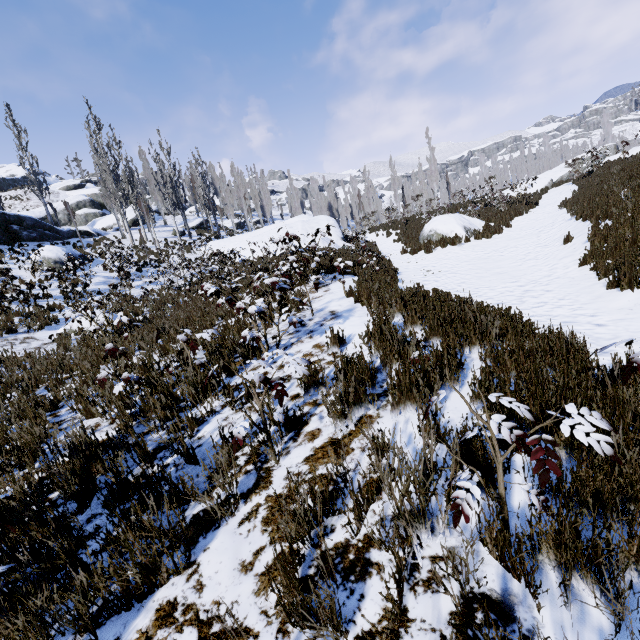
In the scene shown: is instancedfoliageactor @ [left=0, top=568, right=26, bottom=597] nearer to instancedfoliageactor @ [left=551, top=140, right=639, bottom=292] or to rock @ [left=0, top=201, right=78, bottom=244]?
rock @ [left=0, top=201, right=78, bottom=244]

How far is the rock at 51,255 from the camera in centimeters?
1714cm

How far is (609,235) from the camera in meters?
7.2

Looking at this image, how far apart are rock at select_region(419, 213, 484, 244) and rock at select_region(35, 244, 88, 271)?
18.4m

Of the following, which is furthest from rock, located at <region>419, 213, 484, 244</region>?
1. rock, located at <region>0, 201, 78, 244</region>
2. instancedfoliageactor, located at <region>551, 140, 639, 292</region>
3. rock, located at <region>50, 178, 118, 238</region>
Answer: rock, located at <region>50, 178, 118, 238</region>

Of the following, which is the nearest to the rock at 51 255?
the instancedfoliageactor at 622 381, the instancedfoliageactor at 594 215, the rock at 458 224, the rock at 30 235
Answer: the rock at 30 235

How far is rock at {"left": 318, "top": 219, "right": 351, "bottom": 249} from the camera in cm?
1845

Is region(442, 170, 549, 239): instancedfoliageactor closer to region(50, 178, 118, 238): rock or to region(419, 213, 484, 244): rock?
region(50, 178, 118, 238): rock
